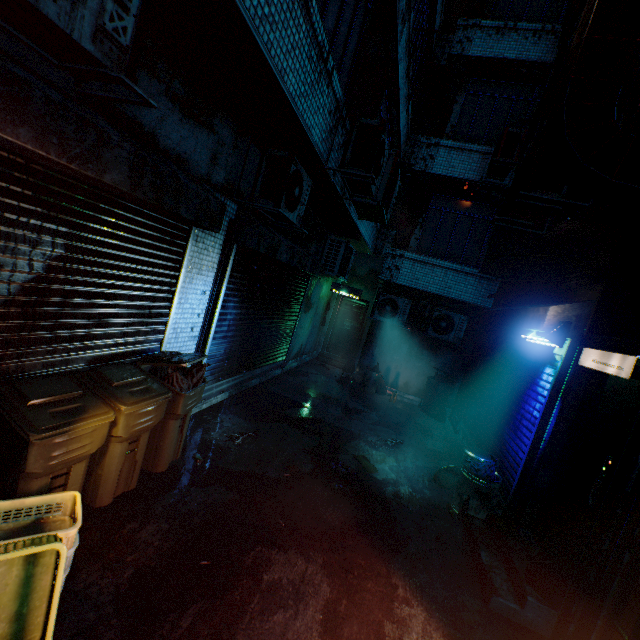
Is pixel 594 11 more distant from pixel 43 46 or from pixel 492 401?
pixel 492 401

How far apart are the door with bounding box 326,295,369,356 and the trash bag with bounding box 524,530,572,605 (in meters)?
8.04

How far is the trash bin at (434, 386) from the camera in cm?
786

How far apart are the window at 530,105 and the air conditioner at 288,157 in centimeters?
558cm

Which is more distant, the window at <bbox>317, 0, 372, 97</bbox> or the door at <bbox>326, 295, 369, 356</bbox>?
the door at <bbox>326, 295, 369, 356</bbox>

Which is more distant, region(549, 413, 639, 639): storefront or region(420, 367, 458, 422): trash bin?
region(420, 367, 458, 422): trash bin

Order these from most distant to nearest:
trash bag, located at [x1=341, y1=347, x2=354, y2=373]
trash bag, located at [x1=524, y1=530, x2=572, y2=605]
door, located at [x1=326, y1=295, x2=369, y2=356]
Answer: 1. door, located at [x1=326, y1=295, x2=369, y2=356]
2. trash bag, located at [x1=341, y1=347, x2=354, y2=373]
3. trash bag, located at [x1=524, y1=530, x2=572, y2=605]

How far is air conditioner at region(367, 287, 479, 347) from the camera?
7.9m
